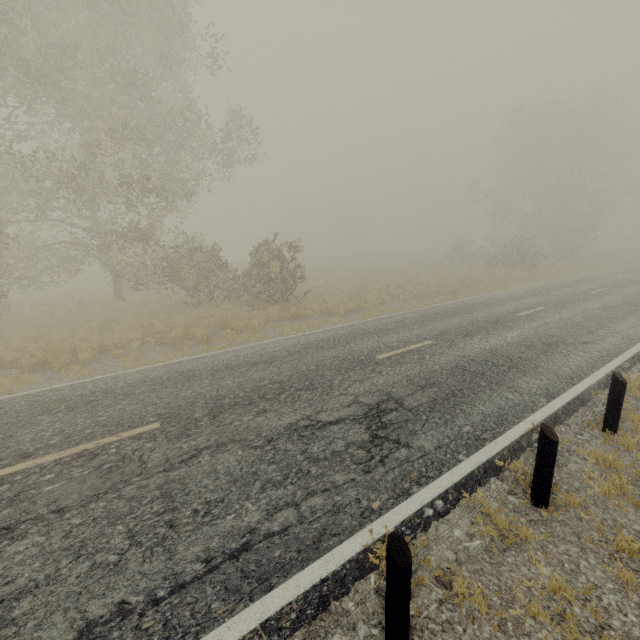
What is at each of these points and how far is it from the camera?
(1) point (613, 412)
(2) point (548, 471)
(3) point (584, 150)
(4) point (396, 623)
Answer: (1) guardrail, 5.2m
(2) guardrail, 3.8m
(3) tree, 36.8m
(4) guardrail, 2.5m

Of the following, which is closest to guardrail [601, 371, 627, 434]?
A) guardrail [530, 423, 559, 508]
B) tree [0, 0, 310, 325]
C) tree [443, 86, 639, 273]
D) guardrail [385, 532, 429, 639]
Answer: guardrail [530, 423, 559, 508]

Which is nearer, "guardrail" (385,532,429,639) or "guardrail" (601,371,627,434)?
"guardrail" (385,532,429,639)

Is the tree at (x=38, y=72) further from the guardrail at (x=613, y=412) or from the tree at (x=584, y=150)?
the tree at (x=584, y=150)

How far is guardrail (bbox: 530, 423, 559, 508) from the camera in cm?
375

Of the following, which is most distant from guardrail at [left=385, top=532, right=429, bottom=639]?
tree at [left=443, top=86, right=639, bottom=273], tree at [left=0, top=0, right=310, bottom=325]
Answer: tree at [left=443, top=86, right=639, bottom=273]

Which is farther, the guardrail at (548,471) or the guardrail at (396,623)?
the guardrail at (548,471)

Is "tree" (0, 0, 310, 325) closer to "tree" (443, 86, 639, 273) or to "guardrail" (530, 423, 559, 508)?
"guardrail" (530, 423, 559, 508)
